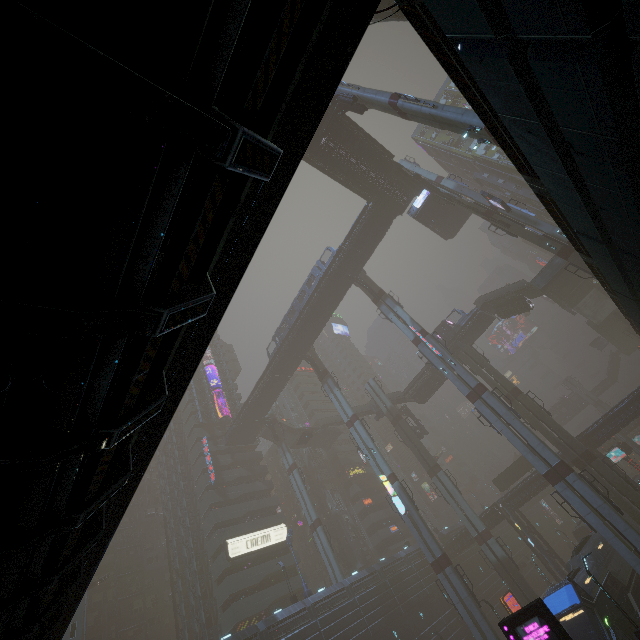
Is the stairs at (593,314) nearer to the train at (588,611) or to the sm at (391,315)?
the sm at (391,315)

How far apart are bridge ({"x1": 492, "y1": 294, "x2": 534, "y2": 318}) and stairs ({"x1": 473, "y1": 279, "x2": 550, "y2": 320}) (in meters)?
0.00

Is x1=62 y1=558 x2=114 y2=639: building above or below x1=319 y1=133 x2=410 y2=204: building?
below

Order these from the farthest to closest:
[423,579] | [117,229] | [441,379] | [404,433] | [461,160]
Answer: [461,160] < [441,379] < [404,433] < [423,579] < [117,229]

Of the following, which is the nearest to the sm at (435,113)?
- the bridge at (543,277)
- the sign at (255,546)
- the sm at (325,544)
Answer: the sign at (255,546)

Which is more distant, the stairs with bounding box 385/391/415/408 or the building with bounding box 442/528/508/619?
the stairs with bounding box 385/391/415/408

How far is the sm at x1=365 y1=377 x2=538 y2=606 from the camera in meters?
36.5 m
